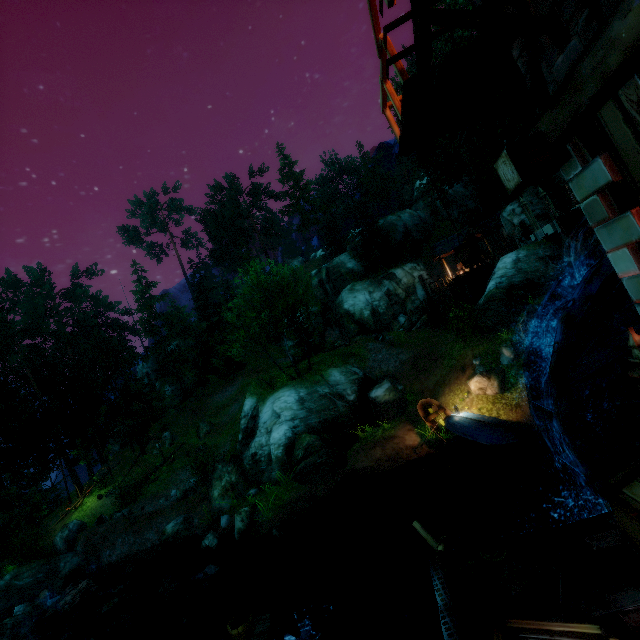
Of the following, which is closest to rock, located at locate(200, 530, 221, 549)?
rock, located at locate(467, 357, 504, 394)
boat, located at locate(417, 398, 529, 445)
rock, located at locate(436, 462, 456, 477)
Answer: rock, located at locate(436, 462, 456, 477)

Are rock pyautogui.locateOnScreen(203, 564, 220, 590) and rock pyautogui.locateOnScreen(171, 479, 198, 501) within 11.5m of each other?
yes

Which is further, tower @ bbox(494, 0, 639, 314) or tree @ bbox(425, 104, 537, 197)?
tree @ bbox(425, 104, 537, 197)

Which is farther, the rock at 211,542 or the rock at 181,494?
the rock at 181,494

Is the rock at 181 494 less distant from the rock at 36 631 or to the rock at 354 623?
the rock at 36 631

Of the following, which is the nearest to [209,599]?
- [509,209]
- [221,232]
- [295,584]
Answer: [295,584]

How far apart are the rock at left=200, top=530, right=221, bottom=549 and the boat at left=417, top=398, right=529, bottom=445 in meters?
12.4

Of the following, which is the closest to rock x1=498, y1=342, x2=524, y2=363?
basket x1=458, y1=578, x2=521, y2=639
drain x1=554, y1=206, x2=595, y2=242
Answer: drain x1=554, y1=206, x2=595, y2=242
